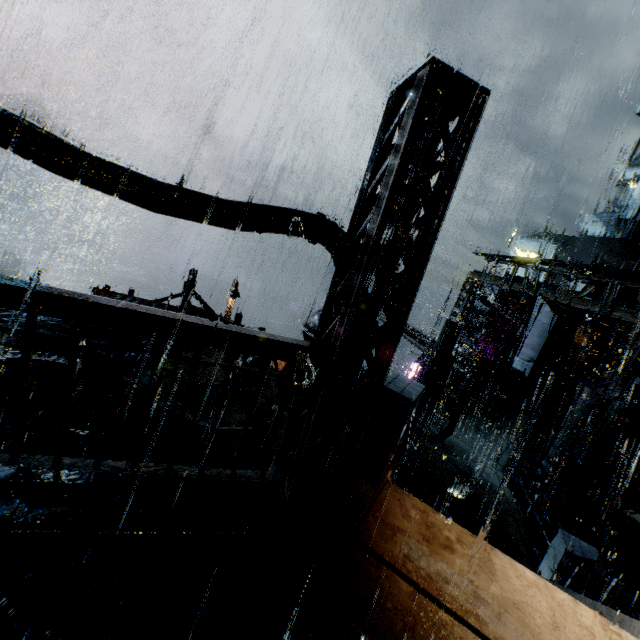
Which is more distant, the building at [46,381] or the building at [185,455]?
the building at [46,381]

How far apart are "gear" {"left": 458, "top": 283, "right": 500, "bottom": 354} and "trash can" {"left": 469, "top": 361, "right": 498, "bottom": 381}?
14.24m

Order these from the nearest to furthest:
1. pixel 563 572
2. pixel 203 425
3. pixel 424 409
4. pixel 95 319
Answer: pixel 95 319, pixel 563 572, pixel 203 425, pixel 424 409

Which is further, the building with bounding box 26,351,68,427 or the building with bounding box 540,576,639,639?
the building with bounding box 26,351,68,427

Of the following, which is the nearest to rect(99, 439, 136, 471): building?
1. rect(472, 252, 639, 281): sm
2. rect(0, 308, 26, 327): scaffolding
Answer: rect(472, 252, 639, 281): sm

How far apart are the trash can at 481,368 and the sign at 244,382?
13.2 meters

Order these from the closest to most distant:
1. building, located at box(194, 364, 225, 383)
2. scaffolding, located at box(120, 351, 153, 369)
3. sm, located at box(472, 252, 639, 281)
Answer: scaffolding, located at box(120, 351, 153, 369)
sm, located at box(472, 252, 639, 281)
building, located at box(194, 364, 225, 383)
